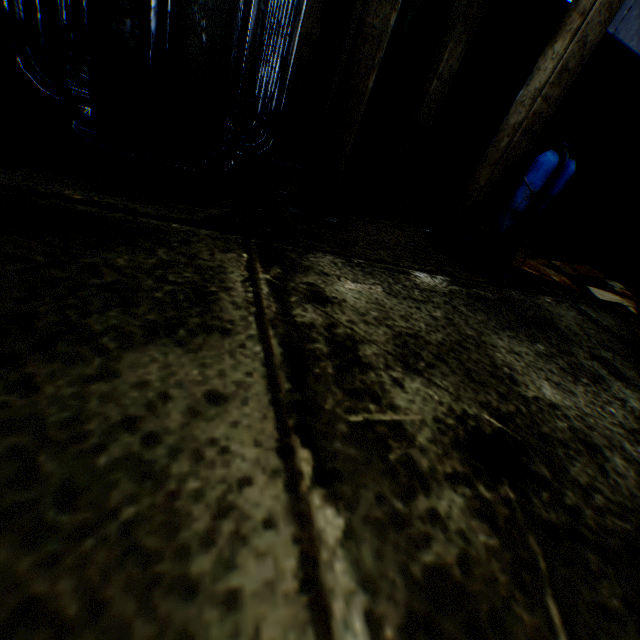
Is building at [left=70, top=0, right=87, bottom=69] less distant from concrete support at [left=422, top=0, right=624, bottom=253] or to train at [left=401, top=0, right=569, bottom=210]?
train at [left=401, top=0, right=569, bottom=210]

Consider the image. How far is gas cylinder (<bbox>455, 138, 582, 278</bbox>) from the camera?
3.34m

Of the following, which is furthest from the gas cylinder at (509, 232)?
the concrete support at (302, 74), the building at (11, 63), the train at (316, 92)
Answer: the building at (11, 63)

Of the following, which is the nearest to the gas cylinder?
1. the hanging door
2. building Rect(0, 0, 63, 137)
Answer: building Rect(0, 0, 63, 137)

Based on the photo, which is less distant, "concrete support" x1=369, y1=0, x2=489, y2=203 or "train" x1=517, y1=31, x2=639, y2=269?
"concrete support" x1=369, y1=0, x2=489, y2=203

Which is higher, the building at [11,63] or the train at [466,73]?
the train at [466,73]

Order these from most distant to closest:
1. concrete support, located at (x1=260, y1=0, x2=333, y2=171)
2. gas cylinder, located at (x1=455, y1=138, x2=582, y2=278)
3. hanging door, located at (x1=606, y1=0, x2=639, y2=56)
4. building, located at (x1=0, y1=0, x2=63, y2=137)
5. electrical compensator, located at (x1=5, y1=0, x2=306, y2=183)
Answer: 1. hanging door, located at (x1=606, y1=0, x2=639, y2=56)
2. concrete support, located at (x1=260, y1=0, x2=333, y2=171)
3. gas cylinder, located at (x1=455, y1=138, x2=582, y2=278)
4. building, located at (x1=0, y1=0, x2=63, y2=137)
5. electrical compensator, located at (x1=5, y1=0, x2=306, y2=183)

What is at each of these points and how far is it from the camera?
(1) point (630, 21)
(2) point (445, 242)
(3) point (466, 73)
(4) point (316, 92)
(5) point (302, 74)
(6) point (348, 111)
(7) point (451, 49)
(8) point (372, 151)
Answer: (1) hanging door, 15.1m
(2) concrete support, 4.3m
(3) train, 5.4m
(4) train, 5.1m
(5) concrete support, 4.5m
(6) concrete support, 3.0m
(7) concrete support, 4.8m
(8) train, 5.9m
